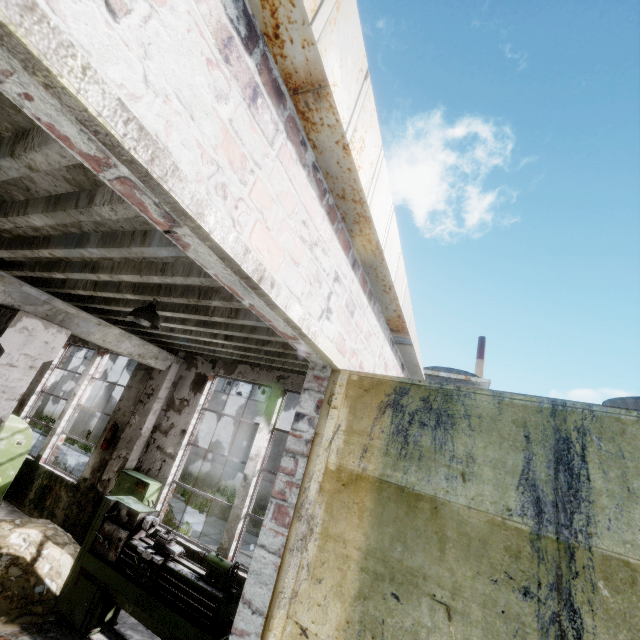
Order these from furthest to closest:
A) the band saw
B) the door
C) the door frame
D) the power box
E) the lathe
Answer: the band saw
the power box
the lathe
the door
the door frame

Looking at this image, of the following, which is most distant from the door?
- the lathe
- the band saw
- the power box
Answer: the band saw

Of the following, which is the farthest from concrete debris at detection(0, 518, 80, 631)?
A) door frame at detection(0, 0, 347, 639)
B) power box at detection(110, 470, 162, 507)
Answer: door frame at detection(0, 0, 347, 639)

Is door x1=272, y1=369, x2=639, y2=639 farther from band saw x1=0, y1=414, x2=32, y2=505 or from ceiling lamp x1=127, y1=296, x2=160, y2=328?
band saw x1=0, y1=414, x2=32, y2=505

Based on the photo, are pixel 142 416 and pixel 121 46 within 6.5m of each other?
no

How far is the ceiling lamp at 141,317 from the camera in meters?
4.2

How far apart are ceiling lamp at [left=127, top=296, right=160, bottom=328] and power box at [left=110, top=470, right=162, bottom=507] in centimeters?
376cm

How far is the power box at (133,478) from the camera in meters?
6.3 m
